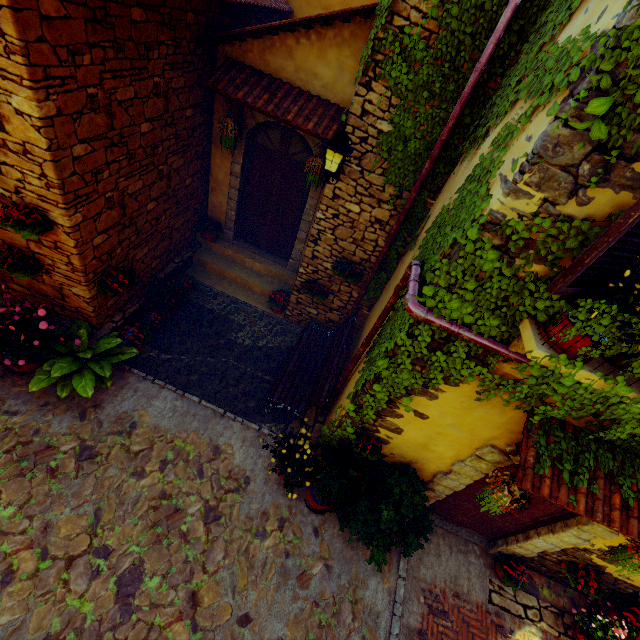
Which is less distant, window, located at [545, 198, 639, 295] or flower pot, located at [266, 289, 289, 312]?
Result: window, located at [545, 198, 639, 295]

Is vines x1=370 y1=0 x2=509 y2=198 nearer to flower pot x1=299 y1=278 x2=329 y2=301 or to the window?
the window

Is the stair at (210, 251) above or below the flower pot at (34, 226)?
below

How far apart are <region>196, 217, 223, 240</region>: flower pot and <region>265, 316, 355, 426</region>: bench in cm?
Answer: 296

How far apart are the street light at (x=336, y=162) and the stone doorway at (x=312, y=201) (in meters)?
1.61

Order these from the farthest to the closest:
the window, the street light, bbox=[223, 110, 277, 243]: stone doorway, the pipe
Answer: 1. bbox=[223, 110, 277, 243]: stone doorway
2. the street light
3. the pipe
4. the window

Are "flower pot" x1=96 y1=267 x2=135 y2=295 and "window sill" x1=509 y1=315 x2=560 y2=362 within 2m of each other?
no

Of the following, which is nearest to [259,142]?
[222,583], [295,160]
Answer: [295,160]
